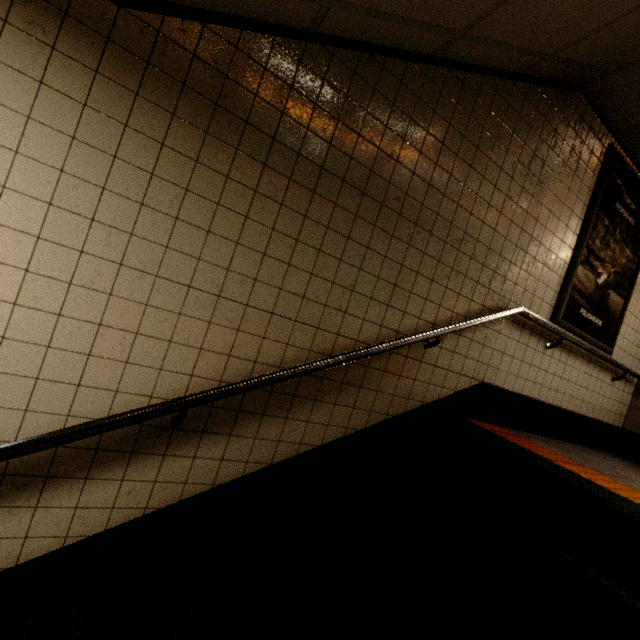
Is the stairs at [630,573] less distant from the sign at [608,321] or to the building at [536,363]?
the building at [536,363]

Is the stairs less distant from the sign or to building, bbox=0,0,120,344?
building, bbox=0,0,120,344

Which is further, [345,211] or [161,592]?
[345,211]

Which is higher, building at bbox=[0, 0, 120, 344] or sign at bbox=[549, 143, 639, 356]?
sign at bbox=[549, 143, 639, 356]

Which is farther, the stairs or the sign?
the sign

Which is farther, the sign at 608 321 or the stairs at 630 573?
the sign at 608 321

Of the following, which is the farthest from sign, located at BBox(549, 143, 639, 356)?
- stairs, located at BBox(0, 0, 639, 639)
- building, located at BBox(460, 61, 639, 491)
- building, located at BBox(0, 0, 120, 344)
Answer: building, located at BBox(0, 0, 120, 344)

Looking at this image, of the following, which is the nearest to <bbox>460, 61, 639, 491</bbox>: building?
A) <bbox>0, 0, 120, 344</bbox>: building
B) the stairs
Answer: the stairs
